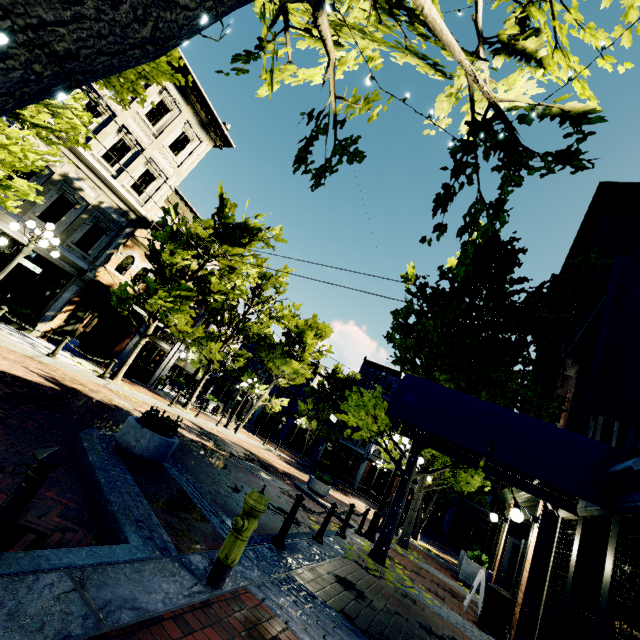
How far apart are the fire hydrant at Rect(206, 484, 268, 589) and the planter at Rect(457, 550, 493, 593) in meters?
12.4 m

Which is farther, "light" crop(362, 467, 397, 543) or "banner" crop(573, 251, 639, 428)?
"light" crop(362, 467, 397, 543)

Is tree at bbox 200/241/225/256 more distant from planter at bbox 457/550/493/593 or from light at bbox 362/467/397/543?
planter at bbox 457/550/493/593

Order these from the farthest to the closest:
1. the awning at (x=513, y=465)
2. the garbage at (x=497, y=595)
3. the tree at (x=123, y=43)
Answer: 1. the garbage at (x=497, y=595)
2. the awning at (x=513, y=465)
3. the tree at (x=123, y=43)

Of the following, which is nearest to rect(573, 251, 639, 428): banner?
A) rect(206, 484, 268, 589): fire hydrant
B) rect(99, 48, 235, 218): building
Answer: rect(206, 484, 268, 589): fire hydrant

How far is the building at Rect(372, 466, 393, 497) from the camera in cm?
3378

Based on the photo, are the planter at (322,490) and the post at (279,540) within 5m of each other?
no

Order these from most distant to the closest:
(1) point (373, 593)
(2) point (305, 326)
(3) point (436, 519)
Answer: (3) point (436, 519) < (2) point (305, 326) < (1) point (373, 593)
